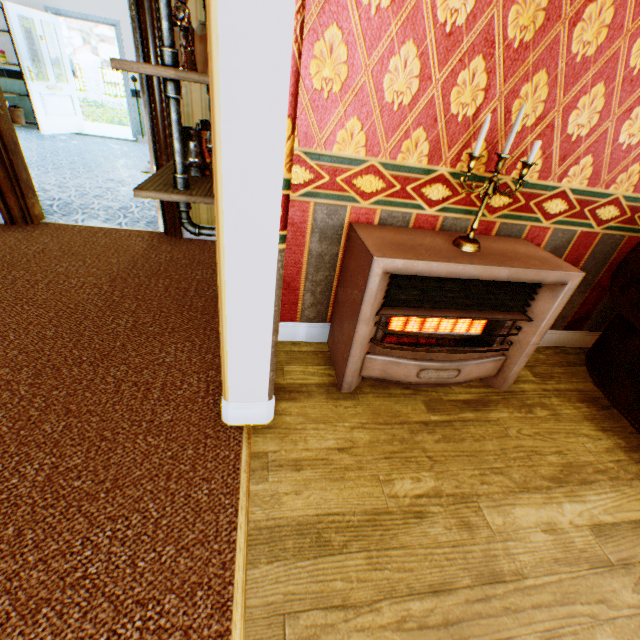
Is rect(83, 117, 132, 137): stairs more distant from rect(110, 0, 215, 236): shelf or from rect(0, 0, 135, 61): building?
rect(110, 0, 215, 236): shelf

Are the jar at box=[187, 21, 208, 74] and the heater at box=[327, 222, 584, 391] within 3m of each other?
yes

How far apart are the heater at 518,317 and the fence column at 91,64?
24.1 meters

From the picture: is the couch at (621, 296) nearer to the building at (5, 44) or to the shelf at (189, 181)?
the building at (5, 44)

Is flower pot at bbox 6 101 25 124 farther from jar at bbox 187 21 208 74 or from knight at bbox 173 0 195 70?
knight at bbox 173 0 195 70

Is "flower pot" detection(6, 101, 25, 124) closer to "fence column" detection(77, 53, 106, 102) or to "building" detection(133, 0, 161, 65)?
"building" detection(133, 0, 161, 65)

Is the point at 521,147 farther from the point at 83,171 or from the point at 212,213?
the point at 83,171

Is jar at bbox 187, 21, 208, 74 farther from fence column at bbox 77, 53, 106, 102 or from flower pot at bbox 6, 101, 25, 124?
fence column at bbox 77, 53, 106, 102
